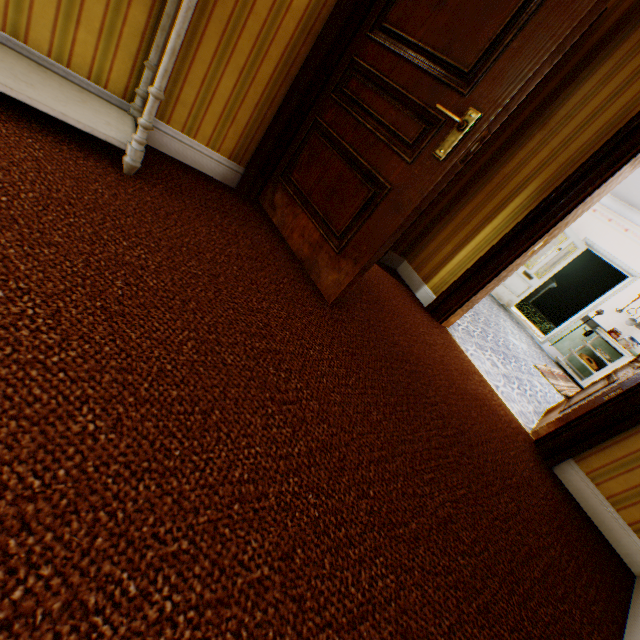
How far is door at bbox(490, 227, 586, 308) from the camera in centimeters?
738cm

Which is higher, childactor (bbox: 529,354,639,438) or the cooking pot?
the cooking pot

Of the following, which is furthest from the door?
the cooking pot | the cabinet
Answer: the cabinet

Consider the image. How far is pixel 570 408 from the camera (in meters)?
2.52

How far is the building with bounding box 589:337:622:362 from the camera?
6.71m

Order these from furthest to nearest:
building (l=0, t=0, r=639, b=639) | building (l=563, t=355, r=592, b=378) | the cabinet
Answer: building (l=563, t=355, r=592, b=378) → the cabinet → building (l=0, t=0, r=639, b=639)

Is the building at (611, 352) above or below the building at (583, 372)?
above

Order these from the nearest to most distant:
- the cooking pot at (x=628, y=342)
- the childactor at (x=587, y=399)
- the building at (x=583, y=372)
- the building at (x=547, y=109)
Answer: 1. the building at (x=547, y=109)
2. the childactor at (x=587, y=399)
3. the cooking pot at (x=628, y=342)
4. the building at (x=583, y=372)
